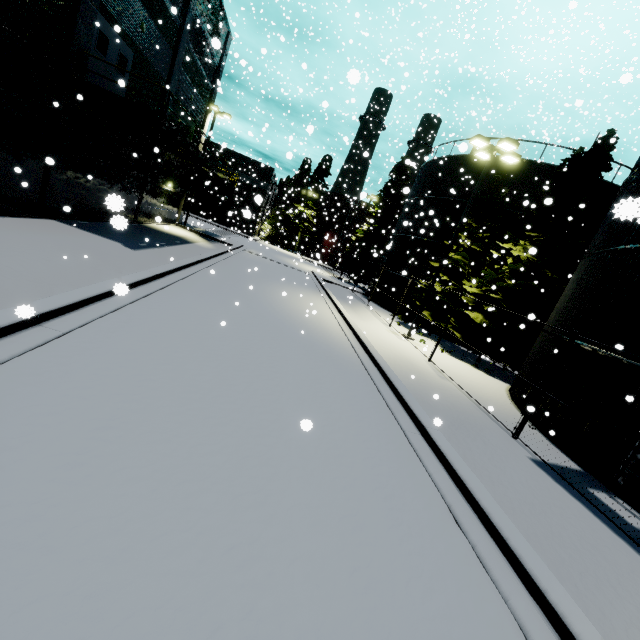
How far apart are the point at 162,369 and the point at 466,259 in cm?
1881

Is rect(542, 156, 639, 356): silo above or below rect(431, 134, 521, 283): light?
below

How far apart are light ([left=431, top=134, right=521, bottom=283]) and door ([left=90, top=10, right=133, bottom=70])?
15.7m

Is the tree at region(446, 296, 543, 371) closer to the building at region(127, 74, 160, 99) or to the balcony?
the building at region(127, 74, 160, 99)

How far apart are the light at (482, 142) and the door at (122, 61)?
15.7 meters

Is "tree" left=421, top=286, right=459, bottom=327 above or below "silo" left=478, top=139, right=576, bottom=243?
below

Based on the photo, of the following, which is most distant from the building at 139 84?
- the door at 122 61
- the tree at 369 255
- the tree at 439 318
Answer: the tree at 439 318

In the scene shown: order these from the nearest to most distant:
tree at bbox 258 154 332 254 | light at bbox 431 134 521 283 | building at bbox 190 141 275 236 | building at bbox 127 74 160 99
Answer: light at bbox 431 134 521 283, building at bbox 127 74 160 99, building at bbox 190 141 275 236, tree at bbox 258 154 332 254
